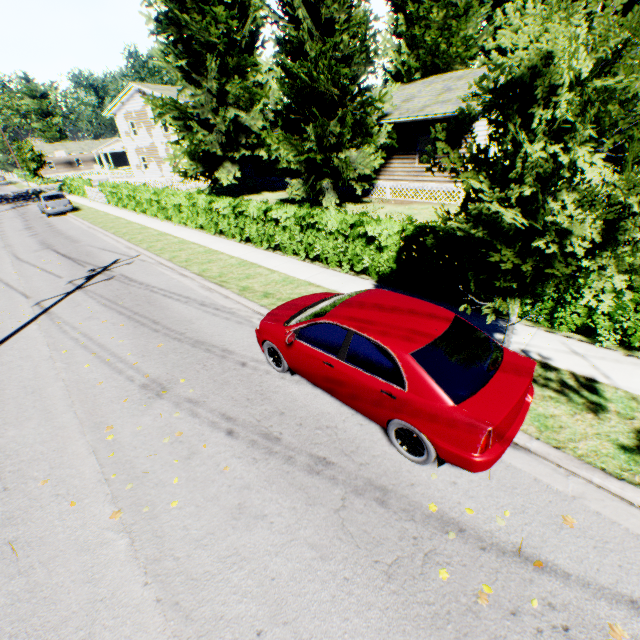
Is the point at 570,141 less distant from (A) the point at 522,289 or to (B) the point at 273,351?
(A) the point at 522,289

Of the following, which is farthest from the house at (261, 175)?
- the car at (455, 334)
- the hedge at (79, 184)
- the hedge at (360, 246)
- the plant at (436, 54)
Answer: the car at (455, 334)

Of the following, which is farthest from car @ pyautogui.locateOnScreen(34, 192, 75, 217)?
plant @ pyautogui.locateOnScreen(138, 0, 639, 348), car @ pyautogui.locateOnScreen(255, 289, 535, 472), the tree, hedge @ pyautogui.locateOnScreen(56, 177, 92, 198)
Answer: the tree

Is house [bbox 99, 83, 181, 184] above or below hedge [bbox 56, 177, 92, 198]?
above

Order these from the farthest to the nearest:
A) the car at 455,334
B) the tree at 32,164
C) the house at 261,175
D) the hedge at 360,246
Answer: the tree at 32,164 < the house at 261,175 < the hedge at 360,246 < the car at 455,334

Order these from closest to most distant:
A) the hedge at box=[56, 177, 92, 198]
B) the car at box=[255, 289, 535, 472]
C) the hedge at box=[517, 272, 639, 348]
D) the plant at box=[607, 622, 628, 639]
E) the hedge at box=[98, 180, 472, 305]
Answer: the plant at box=[607, 622, 628, 639]
the car at box=[255, 289, 535, 472]
the hedge at box=[517, 272, 639, 348]
the hedge at box=[98, 180, 472, 305]
the hedge at box=[56, 177, 92, 198]

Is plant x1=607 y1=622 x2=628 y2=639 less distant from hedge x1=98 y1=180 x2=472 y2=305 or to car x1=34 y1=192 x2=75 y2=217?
hedge x1=98 y1=180 x2=472 y2=305

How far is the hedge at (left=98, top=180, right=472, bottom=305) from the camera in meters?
8.2
